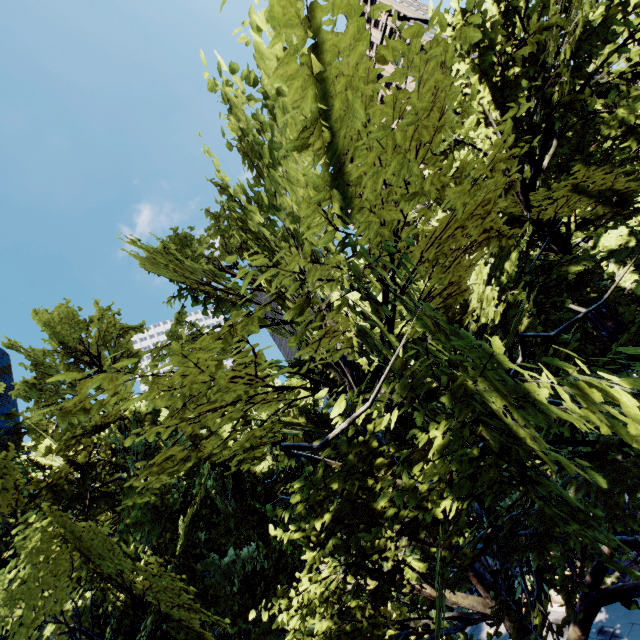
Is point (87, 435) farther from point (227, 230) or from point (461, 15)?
point (461, 15)
